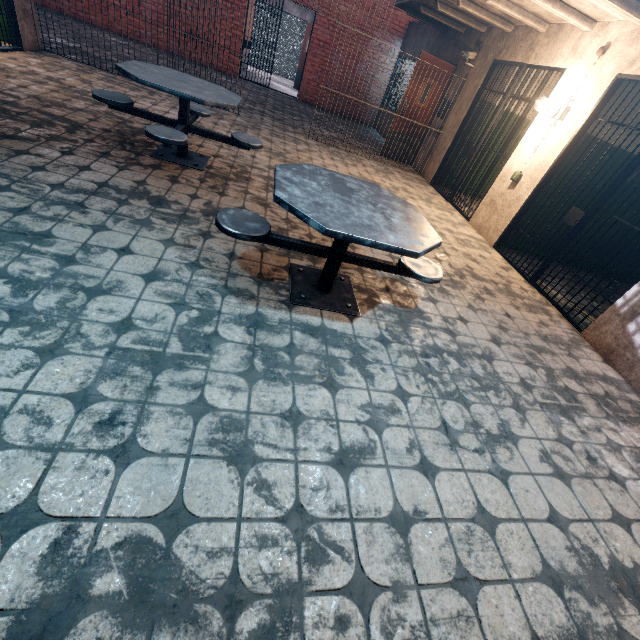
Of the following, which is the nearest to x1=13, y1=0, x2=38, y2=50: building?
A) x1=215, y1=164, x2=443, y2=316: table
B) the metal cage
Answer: x1=215, y1=164, x2=443, y2=316: table

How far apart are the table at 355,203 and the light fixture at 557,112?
3.5 meters

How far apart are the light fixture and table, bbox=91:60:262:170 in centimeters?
393cm

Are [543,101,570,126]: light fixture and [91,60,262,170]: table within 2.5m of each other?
no

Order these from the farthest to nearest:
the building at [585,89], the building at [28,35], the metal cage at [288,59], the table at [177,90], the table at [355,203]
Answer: the metal cage at [288,59] → the building at [28,35] → the building at [585,89] → the table at [177,90] → the table at [355,203]

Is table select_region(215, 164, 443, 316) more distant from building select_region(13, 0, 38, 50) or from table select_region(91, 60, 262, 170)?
building select_region(13, 0, 38, 50)

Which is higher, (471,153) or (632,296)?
(471,153)

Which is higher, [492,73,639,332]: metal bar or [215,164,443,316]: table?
[492,73,639,332]: metal bar
